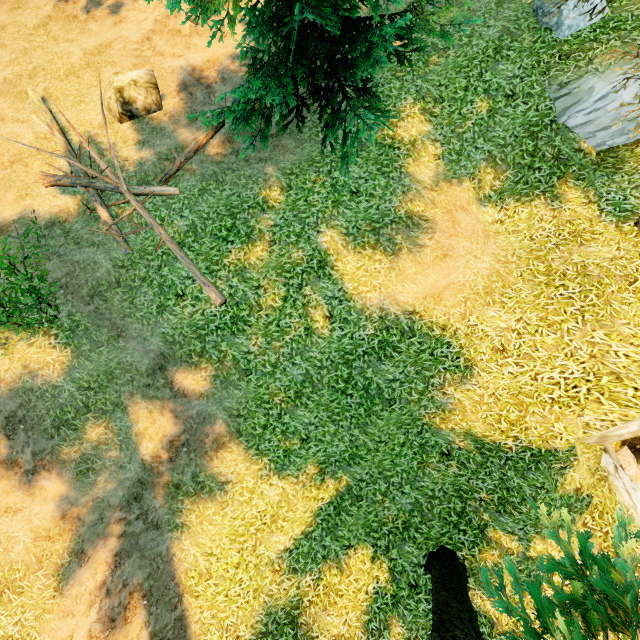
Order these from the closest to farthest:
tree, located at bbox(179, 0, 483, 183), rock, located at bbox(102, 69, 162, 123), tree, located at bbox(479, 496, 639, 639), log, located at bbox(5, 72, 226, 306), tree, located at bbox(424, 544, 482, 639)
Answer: tree, located at bbox(424, 544, 482, 639) < tree, located at bbox(479, 496, 639, 639) < tree, located at bbox(179, 0, 483, 183) < log, located at bbox(5, 72, 226, 306) < rock, located at bbox(102, 69, 162, 123)

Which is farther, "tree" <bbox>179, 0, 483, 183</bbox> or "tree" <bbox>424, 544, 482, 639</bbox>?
"tree" <bbox>179, 0, 483, 183</bbox>

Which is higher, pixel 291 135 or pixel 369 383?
pixel 291 135

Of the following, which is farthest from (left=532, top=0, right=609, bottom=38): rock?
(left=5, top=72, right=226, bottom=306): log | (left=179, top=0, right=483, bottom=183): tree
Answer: (left=5, top=72, right=226, bottom=306): log

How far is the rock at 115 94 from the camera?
9.67m

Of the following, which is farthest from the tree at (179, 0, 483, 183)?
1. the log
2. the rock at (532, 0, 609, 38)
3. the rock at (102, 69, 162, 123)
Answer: the rock at (532, 0, 609, 38)

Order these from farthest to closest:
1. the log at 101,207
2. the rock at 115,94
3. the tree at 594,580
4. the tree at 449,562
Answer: the rock at 115,94 → the log at 101,207 → the tree at 594,580 → the tree at 449,562
